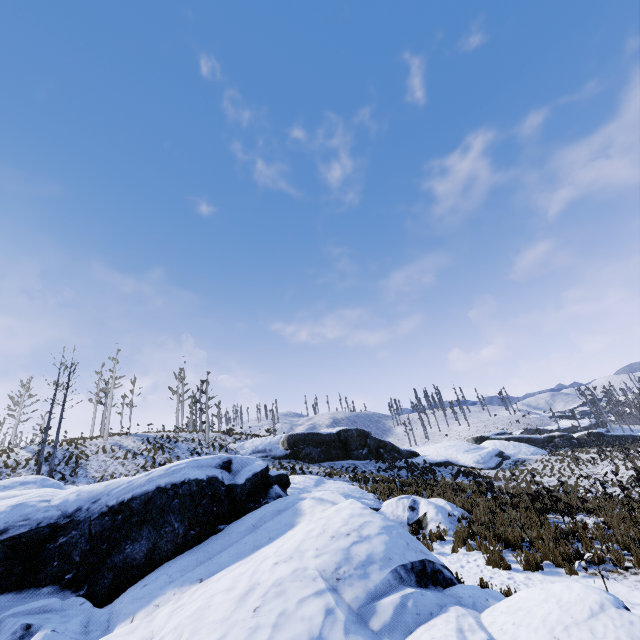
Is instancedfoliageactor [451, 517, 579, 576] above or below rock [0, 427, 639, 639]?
below

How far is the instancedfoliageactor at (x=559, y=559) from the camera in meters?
8.5

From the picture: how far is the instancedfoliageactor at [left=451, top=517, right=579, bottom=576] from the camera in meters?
8.5 m

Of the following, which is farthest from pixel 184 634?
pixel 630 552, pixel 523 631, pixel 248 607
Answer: pixel 630 552

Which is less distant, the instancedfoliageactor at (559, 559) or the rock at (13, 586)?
the rock at (13, 586)

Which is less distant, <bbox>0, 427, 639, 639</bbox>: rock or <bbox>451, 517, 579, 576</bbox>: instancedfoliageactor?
<bbox>0, 427, 639, 639</bbox>: rock
